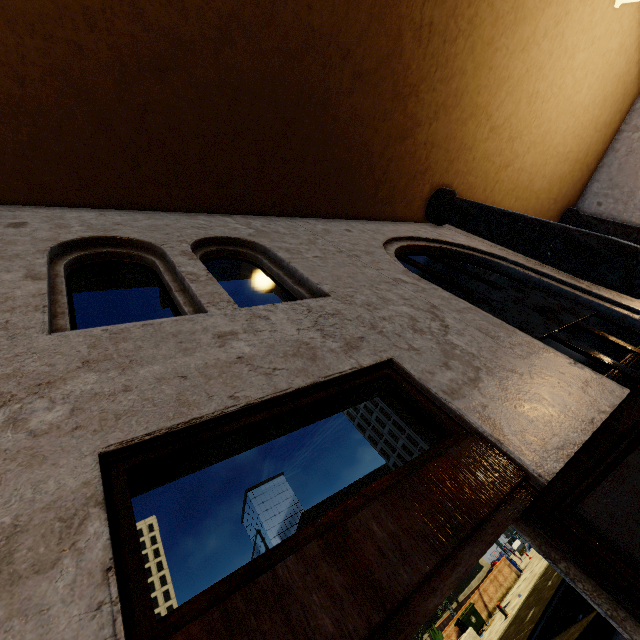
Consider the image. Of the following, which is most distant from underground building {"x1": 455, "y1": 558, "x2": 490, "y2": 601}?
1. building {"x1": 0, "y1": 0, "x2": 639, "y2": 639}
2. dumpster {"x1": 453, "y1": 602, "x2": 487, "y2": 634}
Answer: building {"x1": 0, "y1": 0, "x2": 639, "y2": 639}

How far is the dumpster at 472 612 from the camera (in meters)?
17.58

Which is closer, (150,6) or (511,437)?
(511,437)

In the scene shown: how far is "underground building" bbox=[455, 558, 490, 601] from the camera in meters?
32.8

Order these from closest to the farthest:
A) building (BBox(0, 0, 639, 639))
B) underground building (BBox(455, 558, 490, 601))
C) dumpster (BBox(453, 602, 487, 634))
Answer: building (BBox(0, 0, 639, 639)) → dumpster (BBox(453, 602, 487, 634)) → underground building (BBox(455, 558, 490, 601))

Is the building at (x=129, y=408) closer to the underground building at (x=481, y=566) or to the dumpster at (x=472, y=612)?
the dumpster at (x=472, y=612)

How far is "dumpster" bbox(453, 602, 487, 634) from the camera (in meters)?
17.58
